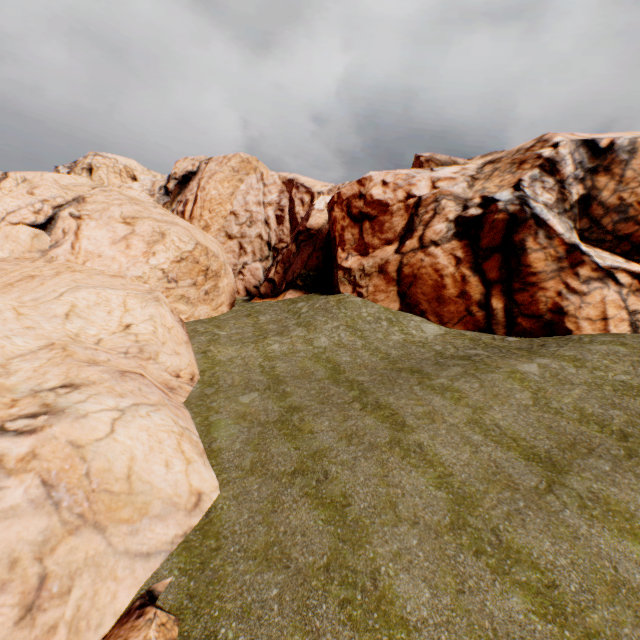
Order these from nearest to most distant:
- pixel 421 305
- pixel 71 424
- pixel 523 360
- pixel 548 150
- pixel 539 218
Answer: pixel 71 424
pixel 523 360
pixel 539 218
pixel 548 150
pixel 421 305
